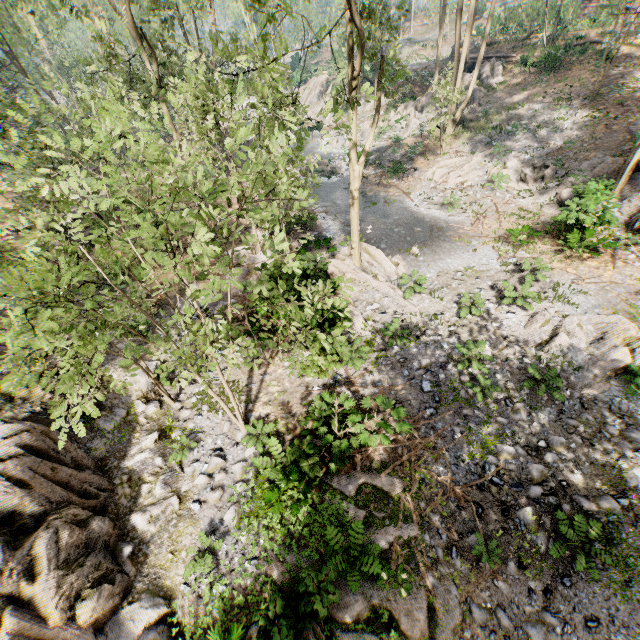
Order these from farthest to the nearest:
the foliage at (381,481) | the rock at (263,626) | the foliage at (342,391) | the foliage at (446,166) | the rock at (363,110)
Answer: the rock at (363,110), the foliage at (446,166), the foliage at (342,391), the foliage at (381,481), the rock at (263,626)

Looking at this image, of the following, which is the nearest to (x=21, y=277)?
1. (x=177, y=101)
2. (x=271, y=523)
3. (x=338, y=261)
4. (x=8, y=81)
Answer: (x=177, y=101)

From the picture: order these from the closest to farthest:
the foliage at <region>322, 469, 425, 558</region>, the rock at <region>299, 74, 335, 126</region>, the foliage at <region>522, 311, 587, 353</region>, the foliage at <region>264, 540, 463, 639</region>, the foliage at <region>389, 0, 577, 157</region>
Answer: the foliage at <region>264, 540, 463, 639</region> < the foliage at <region>322, 469, 425, 558</region> < the foliage at <region>522, 311, 587, 353</region> < the foliage at <region>389, 0, 577, 157</region> < the rock at <region>299, 74, 335, 126</region>

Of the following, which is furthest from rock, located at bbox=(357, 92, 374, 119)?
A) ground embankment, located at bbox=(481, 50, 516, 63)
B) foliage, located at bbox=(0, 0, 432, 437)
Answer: ground embankment, located at bbox=(481, 50, 516, 63)

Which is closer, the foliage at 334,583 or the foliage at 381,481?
the foliage at 334,583

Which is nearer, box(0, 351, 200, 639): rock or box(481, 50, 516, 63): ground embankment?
box(0, 351, 200, 639): rock
